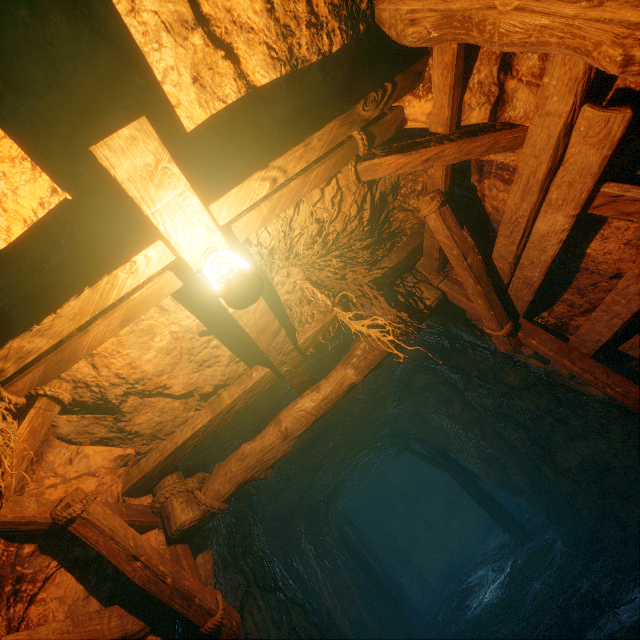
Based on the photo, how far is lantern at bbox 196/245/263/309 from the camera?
1.66m

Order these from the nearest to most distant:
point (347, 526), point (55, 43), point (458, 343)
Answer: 1. point (55, 43)
2. point (458, 343)
3. point (347, 526)

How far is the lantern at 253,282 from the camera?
1.7 meters
